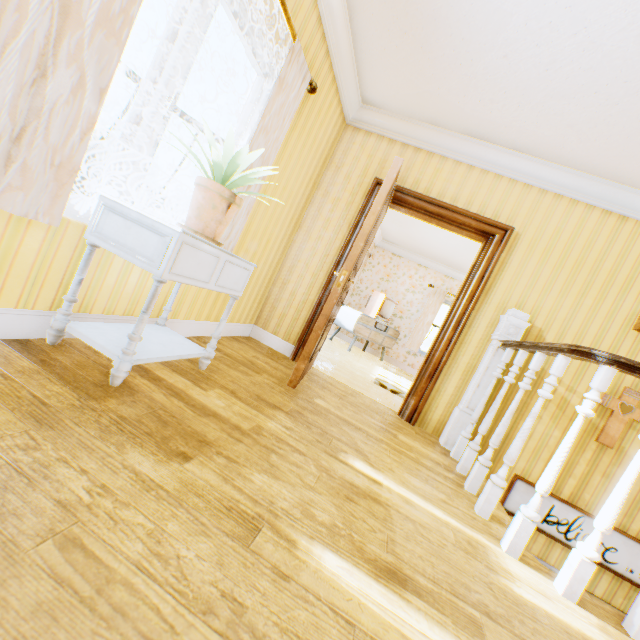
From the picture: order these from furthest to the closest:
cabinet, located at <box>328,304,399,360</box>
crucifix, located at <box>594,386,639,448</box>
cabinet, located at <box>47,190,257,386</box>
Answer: cabinet, located at <box>328,304,399,360</box> → crucifix, located at <box>594,386,639,448</box> → cabinet, located at <box>47,190,257,386</box>

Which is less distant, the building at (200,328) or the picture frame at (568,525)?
the building at (200,328)

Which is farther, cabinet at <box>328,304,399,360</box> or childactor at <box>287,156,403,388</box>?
cabinet at <box>328,304,399,360</box>

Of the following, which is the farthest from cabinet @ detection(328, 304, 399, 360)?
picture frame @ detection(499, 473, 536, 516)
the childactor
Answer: picture frame @ detection(499, 473, 536, 516)

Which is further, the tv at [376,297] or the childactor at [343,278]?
the tv at [376,297]

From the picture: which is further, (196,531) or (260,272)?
(260,272)

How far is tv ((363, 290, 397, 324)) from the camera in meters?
7.9

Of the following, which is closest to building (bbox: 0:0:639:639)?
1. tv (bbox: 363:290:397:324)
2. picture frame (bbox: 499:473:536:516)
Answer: picture frame (bbox: 499:473:536:516)
